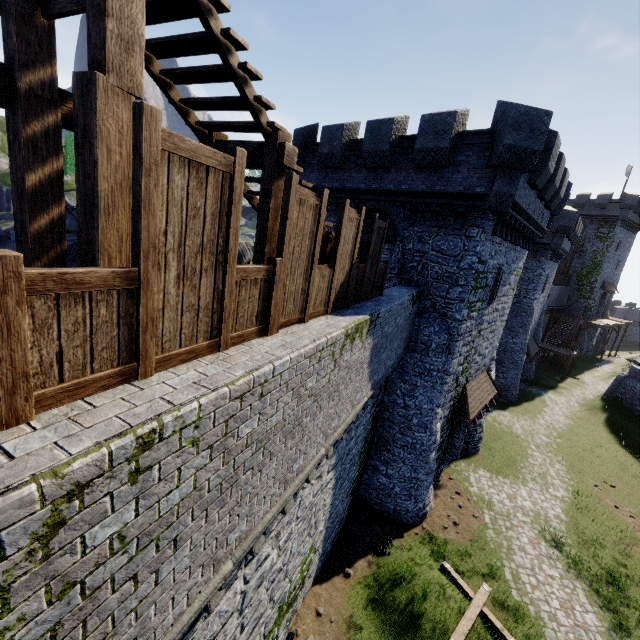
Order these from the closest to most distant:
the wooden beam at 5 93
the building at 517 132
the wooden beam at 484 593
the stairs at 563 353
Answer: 1. the wooden beam at 5 93
2. the wooden beam at 484 593
3. the building at 517 132
4. the stairs at 563 353

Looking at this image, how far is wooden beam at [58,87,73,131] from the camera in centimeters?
372cm

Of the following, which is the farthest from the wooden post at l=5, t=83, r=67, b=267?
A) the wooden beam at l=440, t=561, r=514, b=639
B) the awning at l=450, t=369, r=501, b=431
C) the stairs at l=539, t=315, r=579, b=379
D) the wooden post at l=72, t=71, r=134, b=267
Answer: the stairs at l=539, t=315, r=579, b=379

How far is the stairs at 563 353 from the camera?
36.7 meters

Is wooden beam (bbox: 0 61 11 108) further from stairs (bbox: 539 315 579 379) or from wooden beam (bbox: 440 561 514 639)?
stairs (bbox: 539 315 579 379)

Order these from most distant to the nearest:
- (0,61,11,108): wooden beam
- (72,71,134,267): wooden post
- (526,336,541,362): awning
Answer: (526,336,541,362): awning, (0,61,11,108): wooden beam, (72,71,134,267): wooden post

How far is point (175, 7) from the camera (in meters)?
3.62

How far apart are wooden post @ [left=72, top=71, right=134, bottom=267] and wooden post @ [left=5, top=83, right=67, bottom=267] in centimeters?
110cm
